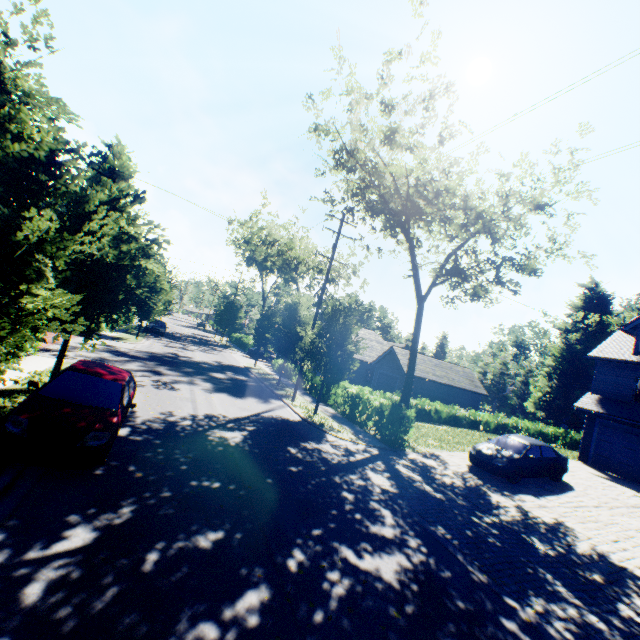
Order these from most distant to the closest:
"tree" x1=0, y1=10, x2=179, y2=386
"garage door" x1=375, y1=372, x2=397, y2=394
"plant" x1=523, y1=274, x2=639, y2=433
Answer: "plant" x1=523, y1=274, x2=639, y2=433, "garage door" x1=375, y1=372, x2=397, y2=394, "tree" x1=0, y1=10, x2=179, y2=386

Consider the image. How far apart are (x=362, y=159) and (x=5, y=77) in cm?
1973

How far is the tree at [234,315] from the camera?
45.9m

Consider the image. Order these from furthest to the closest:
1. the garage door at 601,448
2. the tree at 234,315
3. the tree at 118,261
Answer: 1. the tree at 234,315
2. the garage door at 601,448
3. the tree at 118,261

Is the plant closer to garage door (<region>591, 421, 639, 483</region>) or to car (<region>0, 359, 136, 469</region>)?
garage door (<region>591, 421, 639, 483</region>)

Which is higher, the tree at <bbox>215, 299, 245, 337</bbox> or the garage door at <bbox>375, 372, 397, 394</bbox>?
the tree at <bbox>215, 299, 245, 337</bbox>

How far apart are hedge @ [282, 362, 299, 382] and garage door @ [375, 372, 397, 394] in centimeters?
863cm

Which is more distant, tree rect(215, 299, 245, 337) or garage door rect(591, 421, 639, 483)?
tree rect(215, 299, 245, 337)
